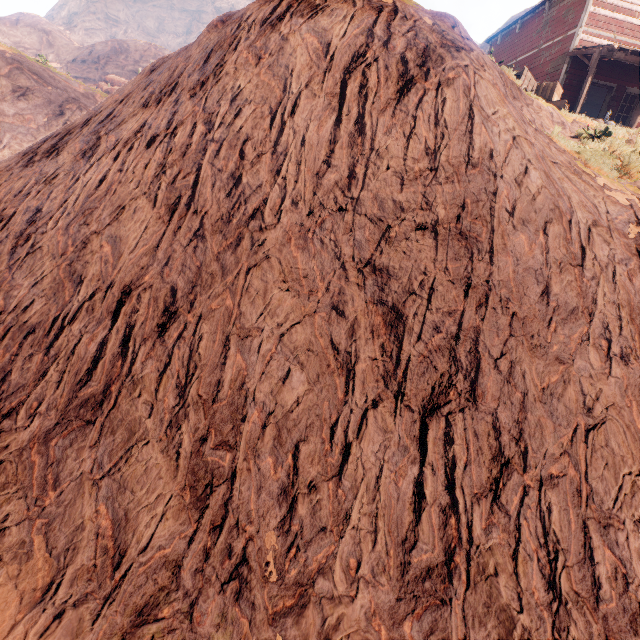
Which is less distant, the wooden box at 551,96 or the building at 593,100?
the wooden box at 551,96

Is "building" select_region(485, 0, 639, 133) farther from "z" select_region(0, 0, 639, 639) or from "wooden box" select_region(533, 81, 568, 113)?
"wooden box" select_region(533, 81, 568, 113)

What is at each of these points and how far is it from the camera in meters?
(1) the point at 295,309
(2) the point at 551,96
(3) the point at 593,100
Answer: (1) z, 4.0 m
(2) wooden box, 11.6 m
(3) building, 22.4 m

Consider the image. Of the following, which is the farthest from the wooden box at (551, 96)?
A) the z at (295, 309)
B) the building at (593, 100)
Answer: the building at (593, 100)

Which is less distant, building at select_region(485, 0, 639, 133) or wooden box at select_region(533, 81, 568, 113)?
wooden box at select_region(533, 81, 568, 113)

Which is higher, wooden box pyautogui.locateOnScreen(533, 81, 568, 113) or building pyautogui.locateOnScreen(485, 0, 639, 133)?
building pyautogui.locateOnScreen(485, 0, 639, 133)

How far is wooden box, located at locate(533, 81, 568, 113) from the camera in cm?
1128

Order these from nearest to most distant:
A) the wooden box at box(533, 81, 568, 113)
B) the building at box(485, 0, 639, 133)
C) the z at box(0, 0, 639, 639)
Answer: the z at box(0, 0, 639, 639) < the wooden box at box(533, 81, 568, 113) < the building at box(485, 0, 639, 133)
